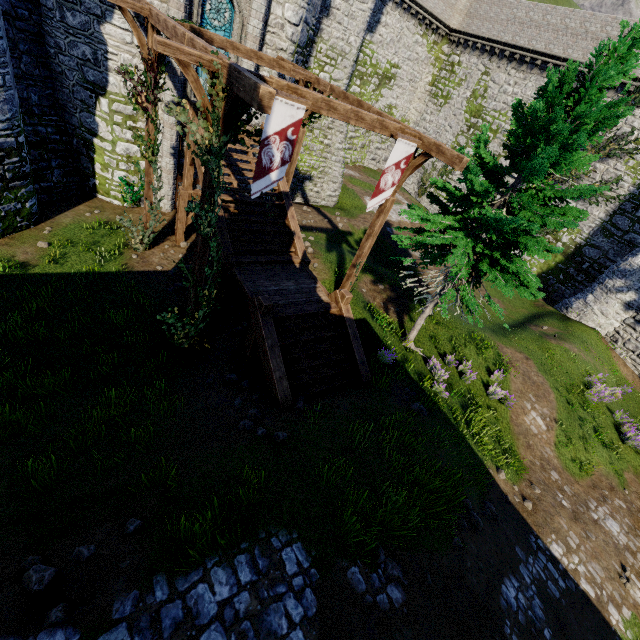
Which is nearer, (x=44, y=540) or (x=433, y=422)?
(x=44, y=540)

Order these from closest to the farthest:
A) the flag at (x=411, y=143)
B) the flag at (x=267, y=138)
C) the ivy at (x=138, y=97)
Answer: the flag at (x=267, y=138) < the flag at (x=411, y=143) < the ivy at (x=138, y=97)

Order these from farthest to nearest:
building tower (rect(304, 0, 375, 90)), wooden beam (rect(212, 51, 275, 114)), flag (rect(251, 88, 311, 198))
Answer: building tower (rect(304, 0, 375, 90)) < flag (rect(251, 88, 311, 198)) < wooden beam (rect(212, 51, 275, 114))

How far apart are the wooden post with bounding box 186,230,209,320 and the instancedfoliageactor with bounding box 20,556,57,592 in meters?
6.0

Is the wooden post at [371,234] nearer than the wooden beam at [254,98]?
No

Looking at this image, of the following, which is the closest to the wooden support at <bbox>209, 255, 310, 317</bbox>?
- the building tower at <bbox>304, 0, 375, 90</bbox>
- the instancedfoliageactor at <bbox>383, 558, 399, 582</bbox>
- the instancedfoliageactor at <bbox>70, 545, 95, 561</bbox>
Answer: the instancedfoliageactor at <bbox>70, 545, 95, 561</bbox>

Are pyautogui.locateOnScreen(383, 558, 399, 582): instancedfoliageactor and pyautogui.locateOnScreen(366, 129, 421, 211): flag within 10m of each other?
yes

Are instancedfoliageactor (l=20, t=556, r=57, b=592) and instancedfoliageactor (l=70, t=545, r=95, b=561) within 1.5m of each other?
yes
